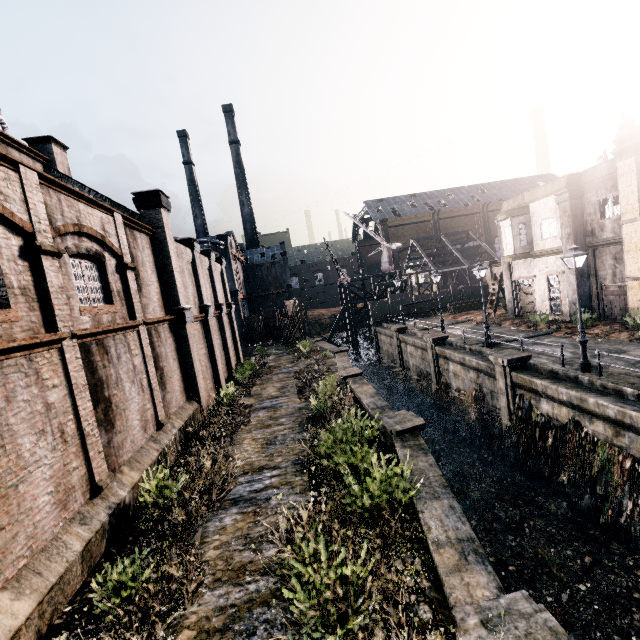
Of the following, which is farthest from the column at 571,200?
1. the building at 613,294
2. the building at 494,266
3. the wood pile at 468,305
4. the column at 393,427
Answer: the building at 494,266

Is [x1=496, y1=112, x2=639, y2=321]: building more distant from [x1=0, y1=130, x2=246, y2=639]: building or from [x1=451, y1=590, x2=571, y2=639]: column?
[x1=0, y1=130, x2=246, y2=639]: building

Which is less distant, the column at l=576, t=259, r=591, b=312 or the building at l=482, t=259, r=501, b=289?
the column at l=576, t=259, r=591, b=312

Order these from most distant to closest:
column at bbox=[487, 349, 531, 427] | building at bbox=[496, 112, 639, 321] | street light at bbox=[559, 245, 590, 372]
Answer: building at bbox=[496, 112, 639, 321] → column at bbox=[487, 349, 531, 427] → street light at bbox=[559, 245, 590, 372]

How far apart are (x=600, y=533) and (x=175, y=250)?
23.1m

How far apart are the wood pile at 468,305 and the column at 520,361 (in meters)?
21.51

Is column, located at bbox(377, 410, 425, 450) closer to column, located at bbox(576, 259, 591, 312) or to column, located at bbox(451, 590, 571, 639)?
column, located at bbox(451, 590, 571, 639)

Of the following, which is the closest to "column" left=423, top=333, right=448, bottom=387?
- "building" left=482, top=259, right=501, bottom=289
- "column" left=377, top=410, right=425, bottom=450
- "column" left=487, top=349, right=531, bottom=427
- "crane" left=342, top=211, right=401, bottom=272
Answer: "column" left=487, top=349, right=531, bottom=427
